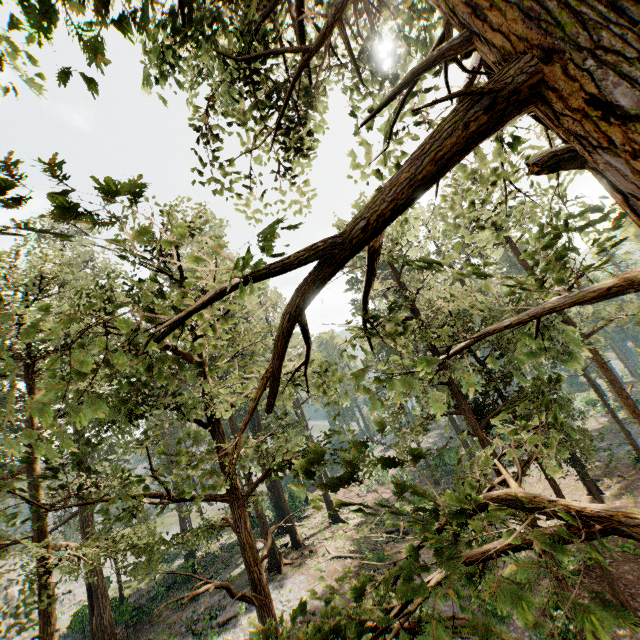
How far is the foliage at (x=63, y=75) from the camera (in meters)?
1.93

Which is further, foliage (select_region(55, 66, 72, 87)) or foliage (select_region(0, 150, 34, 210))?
foliage (select_region(55, 66, 72, 87))

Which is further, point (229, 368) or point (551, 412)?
point (229, 368)

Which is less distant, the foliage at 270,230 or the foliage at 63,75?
the foliage at 270,230

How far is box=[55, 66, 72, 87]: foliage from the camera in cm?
193
